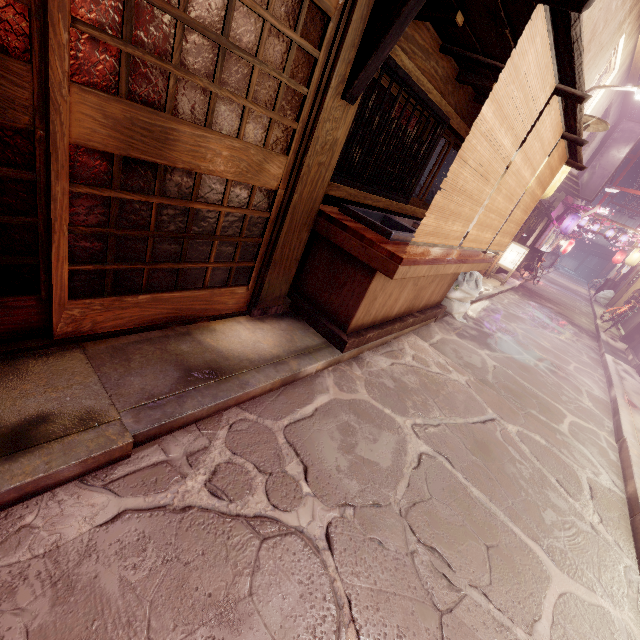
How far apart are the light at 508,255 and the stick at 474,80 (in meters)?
15.95

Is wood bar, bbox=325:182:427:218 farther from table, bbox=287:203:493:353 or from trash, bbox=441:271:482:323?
trash, bbox=441:271:482:323

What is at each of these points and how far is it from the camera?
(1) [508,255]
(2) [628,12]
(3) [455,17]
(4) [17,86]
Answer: (1) light, 20.6 meters
(2) house, 12.7 meters
(3) stick, 4.9 meters
(4) door, 2.8 meters

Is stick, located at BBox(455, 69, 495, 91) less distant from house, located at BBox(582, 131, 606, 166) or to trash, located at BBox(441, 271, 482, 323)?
house, located at BBox(582, 131, 606, 166)

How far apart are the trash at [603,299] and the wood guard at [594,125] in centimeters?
3248cm

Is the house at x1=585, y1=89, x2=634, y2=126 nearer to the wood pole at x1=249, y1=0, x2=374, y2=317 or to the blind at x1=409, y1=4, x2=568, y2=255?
the blind at x1=409, y1=4, x2=568, y2=255

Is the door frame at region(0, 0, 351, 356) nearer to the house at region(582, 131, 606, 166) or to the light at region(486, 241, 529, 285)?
the house at region(582, 131, 606, 166)

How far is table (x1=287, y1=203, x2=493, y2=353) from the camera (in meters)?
5.74
